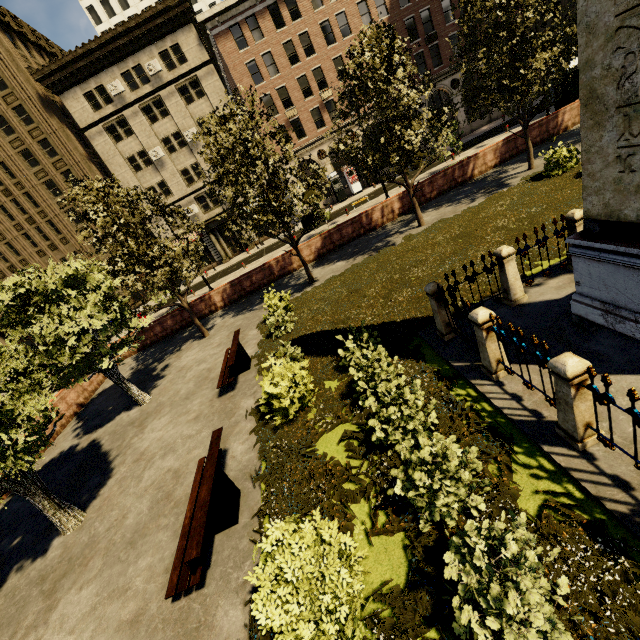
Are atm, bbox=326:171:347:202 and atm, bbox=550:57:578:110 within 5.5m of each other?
no

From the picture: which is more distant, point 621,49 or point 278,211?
point 278,211

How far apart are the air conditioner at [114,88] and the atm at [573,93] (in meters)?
34.34

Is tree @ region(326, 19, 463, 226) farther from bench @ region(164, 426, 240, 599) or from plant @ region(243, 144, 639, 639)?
bench @ region(164, 426, 240, 599)

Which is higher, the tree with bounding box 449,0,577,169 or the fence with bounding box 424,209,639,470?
the tree with bounding box 449,0,577,169

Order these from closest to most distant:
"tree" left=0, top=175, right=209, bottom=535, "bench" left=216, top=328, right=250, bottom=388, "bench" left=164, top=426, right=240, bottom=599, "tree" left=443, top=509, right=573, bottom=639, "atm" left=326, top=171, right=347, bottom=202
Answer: "tree" left=443, top=509, right=573, bottom=639
"bench" left=164, top=426, right=240, bottom=599
"tree" left=0, top=175, right=209, bottom=535
"bench" left=216, top=328, right=250, bottom=388
"atm" left=326, top=171, right=347, bottom=202

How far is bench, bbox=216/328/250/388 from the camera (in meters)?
9.82

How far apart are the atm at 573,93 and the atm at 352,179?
18.47m
